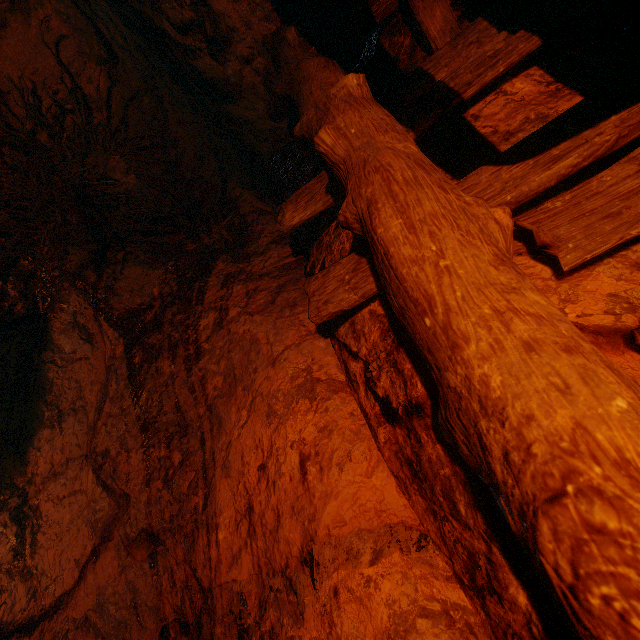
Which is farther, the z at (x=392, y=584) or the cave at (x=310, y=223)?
the z at (x=392, y=584)

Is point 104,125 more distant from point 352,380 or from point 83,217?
point 352,380

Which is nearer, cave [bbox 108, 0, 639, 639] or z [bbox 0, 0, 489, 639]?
cave [bbox 108, 0, 639, 639]
